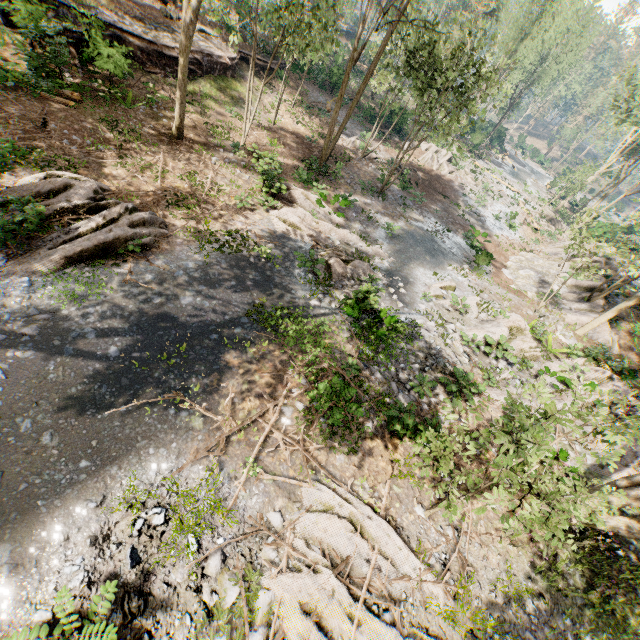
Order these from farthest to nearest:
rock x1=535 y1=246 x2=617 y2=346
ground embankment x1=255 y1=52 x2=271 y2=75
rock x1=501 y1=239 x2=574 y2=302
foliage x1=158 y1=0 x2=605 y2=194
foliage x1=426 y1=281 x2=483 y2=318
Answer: ground embankment x1=255 y1=52 x2=271 y2=75 → rock x1=501 y1=239 x2=574 y2=302 → rock x1=535 y1=246 x2=617 y2=346 → foliage x1=426 y1=281 x2=483 y2=318 → foliage x1=158 y1=0 x2=605 y2=194

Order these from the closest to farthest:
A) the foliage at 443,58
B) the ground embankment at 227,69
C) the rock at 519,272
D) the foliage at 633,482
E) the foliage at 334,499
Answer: the foliage at 633,482
the foliage at 334,499
the foliage at 443,58
the ground embankment at 227,69
the rock at 519,272

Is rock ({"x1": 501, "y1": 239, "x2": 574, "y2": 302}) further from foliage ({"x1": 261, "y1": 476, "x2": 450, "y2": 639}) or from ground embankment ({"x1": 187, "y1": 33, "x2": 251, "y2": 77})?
ground embankment ({"x1": 187, "y1": 33, "x2": 251, "y2": 77})

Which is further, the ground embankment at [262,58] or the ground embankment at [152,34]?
the ground embankment at [262,58]

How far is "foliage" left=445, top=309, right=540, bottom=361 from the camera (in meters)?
13.70

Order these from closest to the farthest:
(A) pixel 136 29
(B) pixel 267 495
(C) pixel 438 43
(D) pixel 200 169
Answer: (B) pixel 267 495
(D) pixel 200 169
(A) pixel 136 29
(C) pixel 438 43

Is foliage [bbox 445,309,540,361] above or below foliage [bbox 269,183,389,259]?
above
